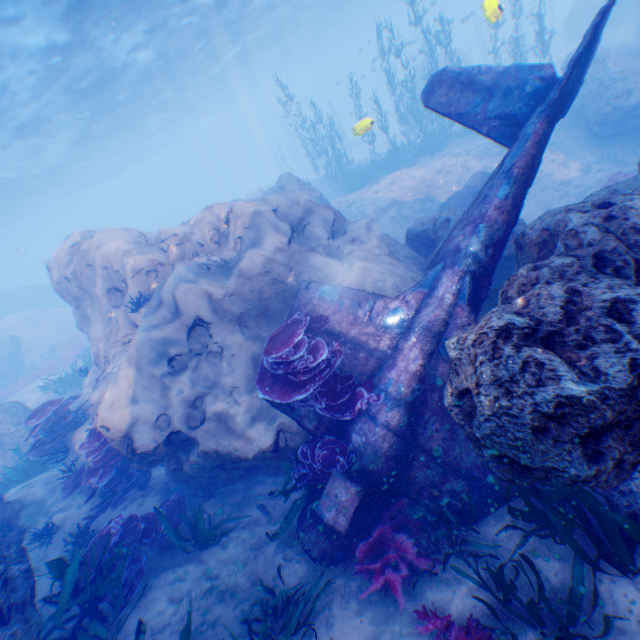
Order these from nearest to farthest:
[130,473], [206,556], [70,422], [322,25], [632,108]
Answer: [206,556]
[130,473]
[70,422]
[632,108]
[322,25]

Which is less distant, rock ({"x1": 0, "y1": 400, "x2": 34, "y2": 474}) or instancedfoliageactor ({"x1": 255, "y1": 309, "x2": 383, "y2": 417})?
instancedfoliageactor ({"x1": 255, "y1": 309, "x2": 383, "y2": 417})

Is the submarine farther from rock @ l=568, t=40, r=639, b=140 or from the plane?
the plane

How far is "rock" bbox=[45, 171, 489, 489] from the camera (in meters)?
6.59

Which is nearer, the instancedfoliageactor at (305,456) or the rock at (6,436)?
the instancedfoliageactor at (305,456)

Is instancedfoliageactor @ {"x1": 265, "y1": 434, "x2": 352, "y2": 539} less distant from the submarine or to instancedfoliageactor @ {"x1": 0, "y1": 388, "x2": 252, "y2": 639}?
instancedfoliageactor @ {"x1": 0, "y1": 388, "x2": 252, "y2": 639}

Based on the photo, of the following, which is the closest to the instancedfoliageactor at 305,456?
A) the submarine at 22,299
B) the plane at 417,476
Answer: the plane at 417,476
